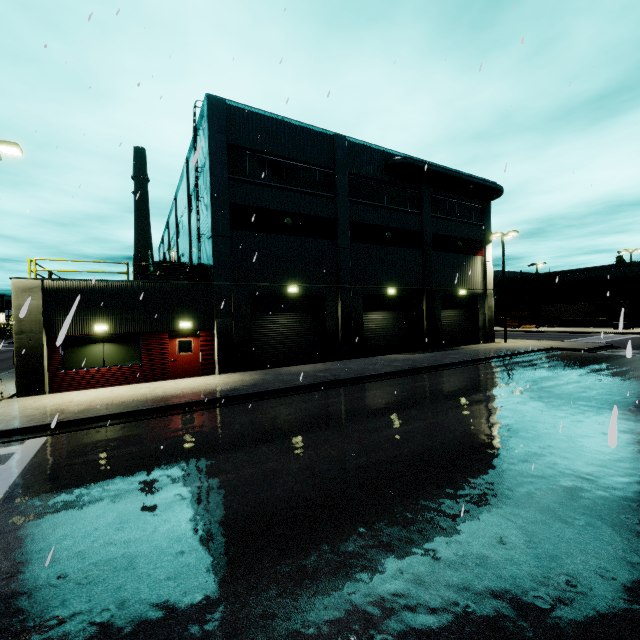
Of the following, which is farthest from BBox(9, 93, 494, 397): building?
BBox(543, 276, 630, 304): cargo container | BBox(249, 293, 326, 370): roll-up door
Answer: BBox(543, 276, 630, 304): cargo container

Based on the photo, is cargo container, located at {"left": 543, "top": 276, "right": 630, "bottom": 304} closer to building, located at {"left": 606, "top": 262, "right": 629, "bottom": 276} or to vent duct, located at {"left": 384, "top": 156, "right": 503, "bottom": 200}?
building, located at {"left": 606, "top": 262, "right": 629, "bottom": 276}

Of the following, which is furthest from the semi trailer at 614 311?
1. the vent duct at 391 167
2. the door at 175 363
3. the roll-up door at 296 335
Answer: the door at 175 363

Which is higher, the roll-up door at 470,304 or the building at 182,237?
the building at 182,237

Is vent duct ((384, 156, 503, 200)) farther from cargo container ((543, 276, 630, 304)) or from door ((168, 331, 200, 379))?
door ((168, 331, 200, 379))

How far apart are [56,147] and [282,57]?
5.1m

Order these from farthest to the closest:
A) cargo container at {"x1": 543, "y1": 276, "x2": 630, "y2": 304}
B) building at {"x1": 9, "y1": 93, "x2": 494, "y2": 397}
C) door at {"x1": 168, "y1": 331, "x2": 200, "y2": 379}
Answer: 1. cargo container at {"x1": 543, "y1": 276, "x2": 630, "y2": 304}
2. door at {"x1": 168, "y1": 331, "x2": 200, "y2": 379}
3. building at {"x1": 9, "y1": 93, "x2": 494, "y2": 397}

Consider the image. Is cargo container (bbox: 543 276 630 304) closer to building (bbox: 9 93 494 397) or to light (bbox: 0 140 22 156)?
building (bbox: 9 93 494 397)
